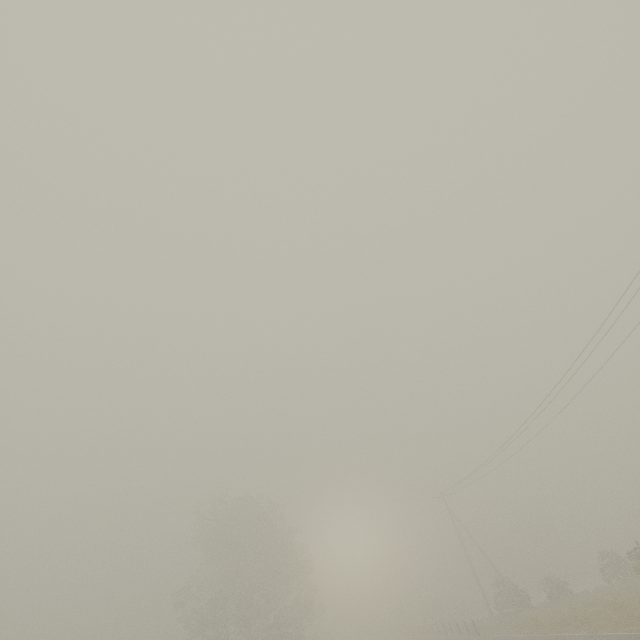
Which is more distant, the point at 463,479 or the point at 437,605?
the point at 437,605
